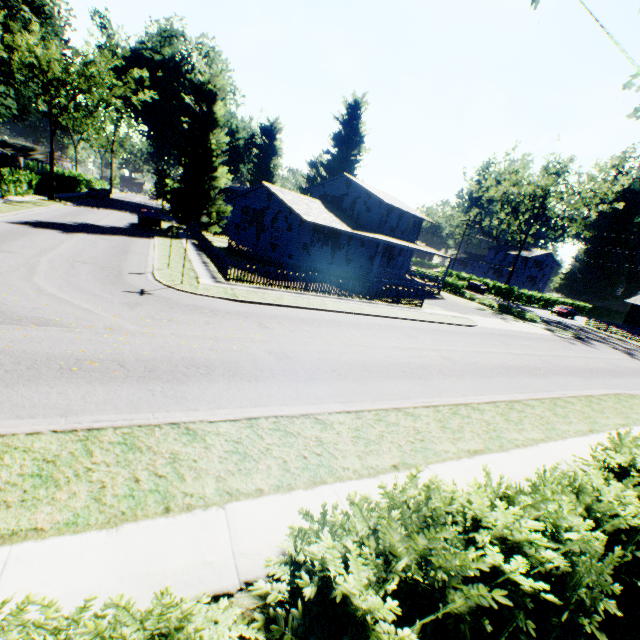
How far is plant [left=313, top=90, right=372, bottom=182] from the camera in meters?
51.2 m

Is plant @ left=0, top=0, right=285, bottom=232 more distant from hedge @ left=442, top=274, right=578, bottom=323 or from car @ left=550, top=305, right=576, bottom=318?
car @ left=550, top=305, right=576, bottom=318

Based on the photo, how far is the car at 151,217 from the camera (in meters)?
31.25

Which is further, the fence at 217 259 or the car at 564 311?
the car at 564 311

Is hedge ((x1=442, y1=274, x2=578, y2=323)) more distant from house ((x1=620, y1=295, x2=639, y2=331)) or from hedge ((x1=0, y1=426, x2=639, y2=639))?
hedge ((x1=0, y1=426, x2=639, y2=639))

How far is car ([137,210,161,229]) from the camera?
31.2m

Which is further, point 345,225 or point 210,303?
point 345,225

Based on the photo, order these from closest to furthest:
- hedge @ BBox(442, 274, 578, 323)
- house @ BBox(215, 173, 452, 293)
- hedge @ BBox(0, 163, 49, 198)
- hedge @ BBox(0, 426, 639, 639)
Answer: hedge @ BBox(0, 426, 639, 639) < house @ BBox(215, 173, 452, 293) < hedge @ BBox(0, 163, 49, 198) < hedge @ BBox(442, 274, 578, 323)
